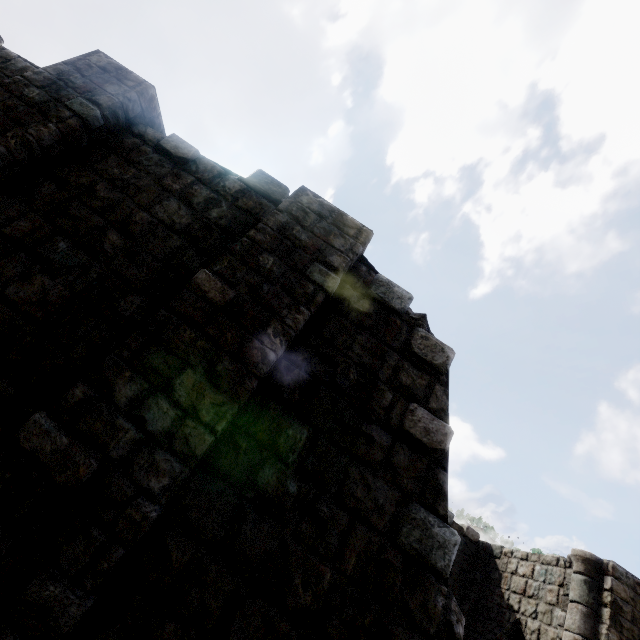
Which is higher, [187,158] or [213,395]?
[187,158]
